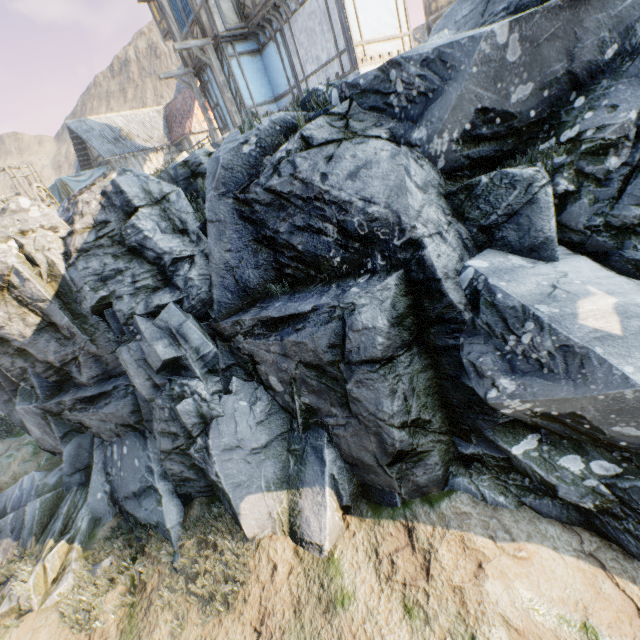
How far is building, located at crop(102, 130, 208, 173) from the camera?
22.81m

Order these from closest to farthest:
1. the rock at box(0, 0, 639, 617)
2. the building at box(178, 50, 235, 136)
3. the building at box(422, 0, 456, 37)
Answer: the rock at box(0, 0, 639, 617) → the building at box(178, 50, 235, 136) → the building at box(422, 0, 456, 37)

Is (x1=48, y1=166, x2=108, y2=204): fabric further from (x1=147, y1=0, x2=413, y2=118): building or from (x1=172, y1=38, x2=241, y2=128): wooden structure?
(x1=172, y1=38, x2=241, y2=128): wooden structure

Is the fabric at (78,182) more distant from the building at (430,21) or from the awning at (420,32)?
the building at (430,21)

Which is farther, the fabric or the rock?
the fabric

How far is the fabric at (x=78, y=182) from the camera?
20.72m

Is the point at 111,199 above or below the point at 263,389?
above

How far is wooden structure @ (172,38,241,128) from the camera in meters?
11.7
